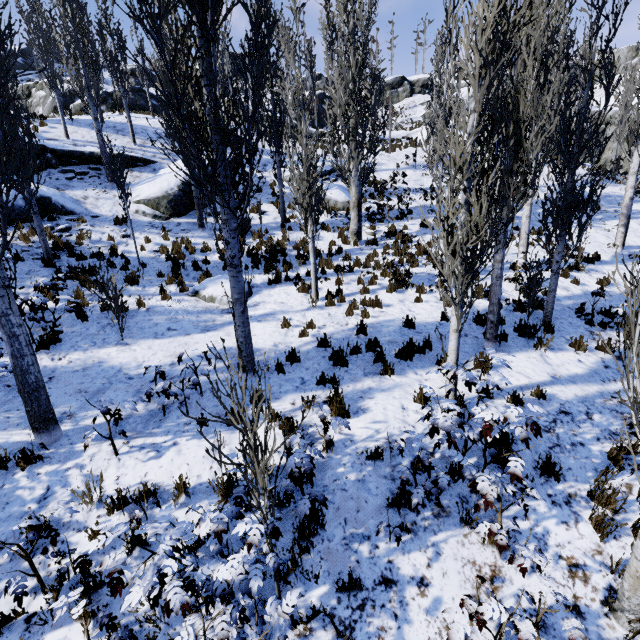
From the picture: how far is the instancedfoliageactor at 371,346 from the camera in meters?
6.5

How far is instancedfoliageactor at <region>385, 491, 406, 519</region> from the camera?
4.2 meters

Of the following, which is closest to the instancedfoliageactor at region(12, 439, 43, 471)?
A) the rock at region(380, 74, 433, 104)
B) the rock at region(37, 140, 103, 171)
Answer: the rock at region(37, 140, 103, 171)

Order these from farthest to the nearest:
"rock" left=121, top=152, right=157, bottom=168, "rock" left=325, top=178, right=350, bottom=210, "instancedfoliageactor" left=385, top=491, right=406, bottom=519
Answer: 1. "rock" left=325, top=178, right=350, bottom=210
2. "rock" left=121, top=152, right=157, bottom=168
3. "instancedfoliageactor" left=385, top=491, right=406, bottom=519

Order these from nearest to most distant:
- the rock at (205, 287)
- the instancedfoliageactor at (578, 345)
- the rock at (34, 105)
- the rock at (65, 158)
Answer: the instancedfoliageactor at (578, 345) < the rock at (205, 287) < the rock at (65, 158) < the rock at (34, 105)

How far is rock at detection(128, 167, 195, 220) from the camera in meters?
14.1 m

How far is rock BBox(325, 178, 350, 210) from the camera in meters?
17.1

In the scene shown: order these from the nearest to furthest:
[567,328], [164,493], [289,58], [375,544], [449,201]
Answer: [375,544], [164,493], [449,201], [289,58], [567,328]
